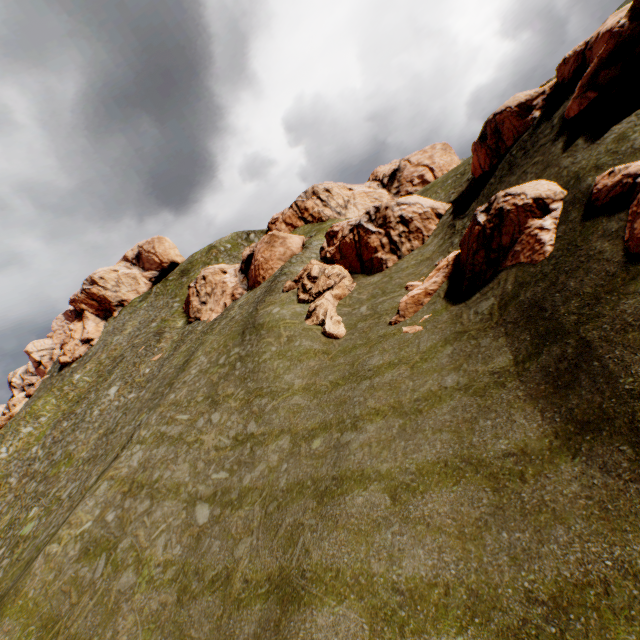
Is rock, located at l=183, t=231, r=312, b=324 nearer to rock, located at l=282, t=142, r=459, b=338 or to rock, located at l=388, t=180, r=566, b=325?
rock, located at l=388, t=180, r=566, b=325

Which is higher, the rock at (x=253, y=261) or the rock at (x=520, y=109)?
the rock at (x=253, y=261)

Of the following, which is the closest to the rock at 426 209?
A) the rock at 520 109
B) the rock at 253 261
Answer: the rock at 520 109

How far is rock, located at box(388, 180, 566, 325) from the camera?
13.0m

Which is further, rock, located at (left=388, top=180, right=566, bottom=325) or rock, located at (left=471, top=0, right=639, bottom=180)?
rock, located at (left=471, top=0, right=639, bottom=180)

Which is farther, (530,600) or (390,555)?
(390,555)
